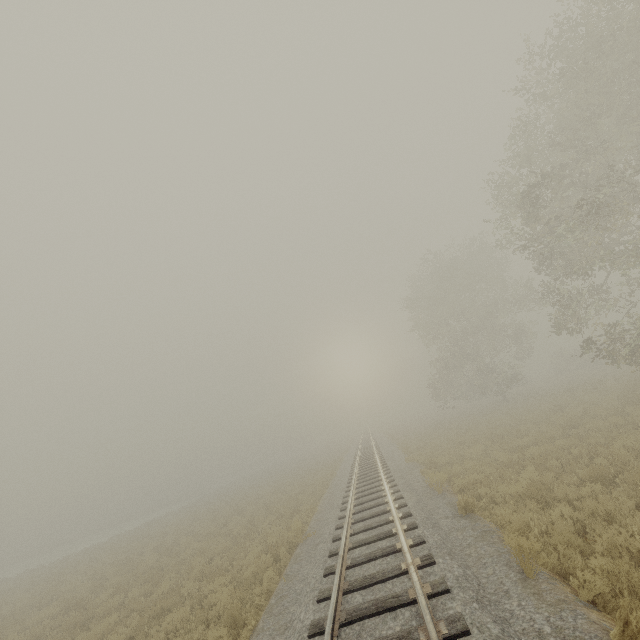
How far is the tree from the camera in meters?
26.4

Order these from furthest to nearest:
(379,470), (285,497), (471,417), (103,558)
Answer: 1. (471,417)
2. (103,558)
3. (285,497)
4. (379,470)

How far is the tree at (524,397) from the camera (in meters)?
26.39
